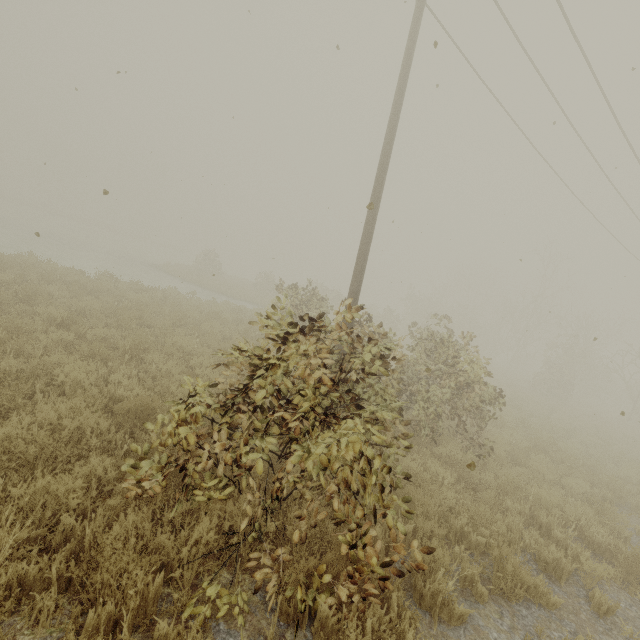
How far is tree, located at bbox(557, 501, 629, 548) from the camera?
5.3m

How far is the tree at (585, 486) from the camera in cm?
769

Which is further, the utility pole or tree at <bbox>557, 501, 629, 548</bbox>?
the utility pole

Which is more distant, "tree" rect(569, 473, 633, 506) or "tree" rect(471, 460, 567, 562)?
"tree" rect(569, 473, 633, 506)

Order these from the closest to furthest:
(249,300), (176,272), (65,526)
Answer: (65,526), (249,300), (176,272)

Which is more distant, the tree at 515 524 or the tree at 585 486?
the tree at 585 486
